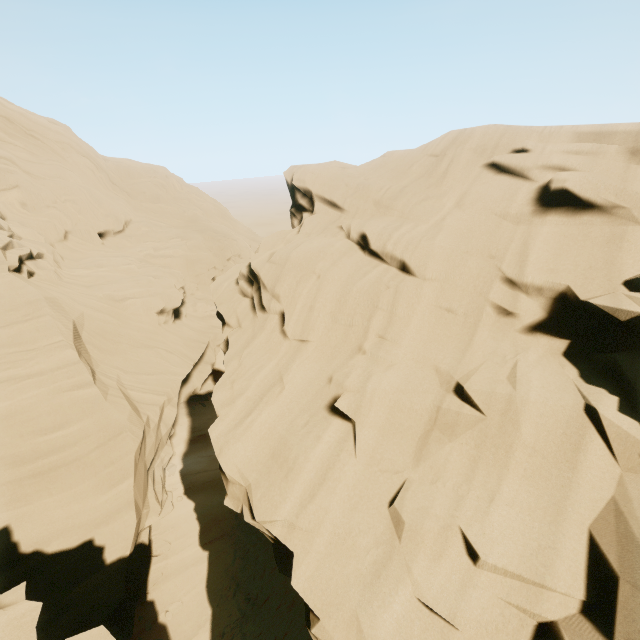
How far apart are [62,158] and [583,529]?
39.1m
